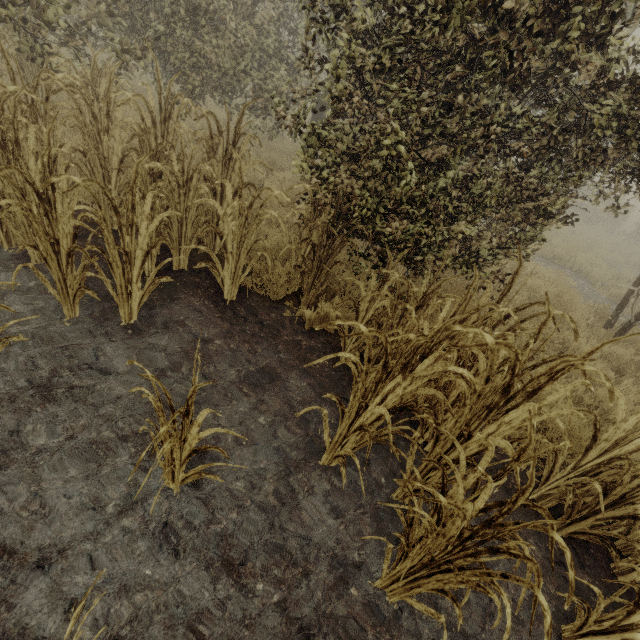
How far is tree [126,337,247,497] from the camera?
1.6 meters

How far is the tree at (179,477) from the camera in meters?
1.6 m

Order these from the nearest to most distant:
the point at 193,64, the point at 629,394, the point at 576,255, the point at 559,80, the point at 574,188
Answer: the point at 559,80
the point at 574,188
the point at 629,394
the point at 193,64
the point at 576,255
